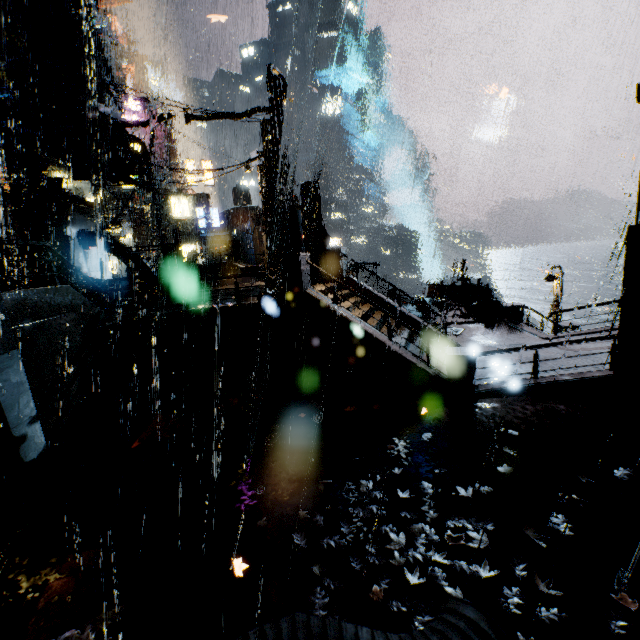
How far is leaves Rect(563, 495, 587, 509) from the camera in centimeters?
564cm

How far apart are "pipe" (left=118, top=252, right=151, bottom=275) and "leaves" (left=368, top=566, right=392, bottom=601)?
18.4 meters

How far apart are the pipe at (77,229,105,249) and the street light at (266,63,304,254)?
11.8m

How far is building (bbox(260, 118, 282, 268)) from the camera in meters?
19.1

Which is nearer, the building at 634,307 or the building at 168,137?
the building at 634,307

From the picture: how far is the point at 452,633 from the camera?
3.6m

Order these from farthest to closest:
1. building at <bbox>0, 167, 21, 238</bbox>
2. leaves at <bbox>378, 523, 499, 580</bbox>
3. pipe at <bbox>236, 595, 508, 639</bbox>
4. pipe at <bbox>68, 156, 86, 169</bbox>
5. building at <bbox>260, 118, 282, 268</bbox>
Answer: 1. building at <bbox>260, 118, 282, 268</bbox>
2. pipe at <bbox>68, 156, 86, 169</bbox>
3. building at <bbox>0, 167, 21, 238</bbox>
4. leaves at <bbox>378, 523, 499, 580</bbox>
5. pipe at <bbox>236, 595, 508, 639</bbox>

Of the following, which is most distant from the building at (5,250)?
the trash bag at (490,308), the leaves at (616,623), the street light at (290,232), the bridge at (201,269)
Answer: the leaves at (616,623)
